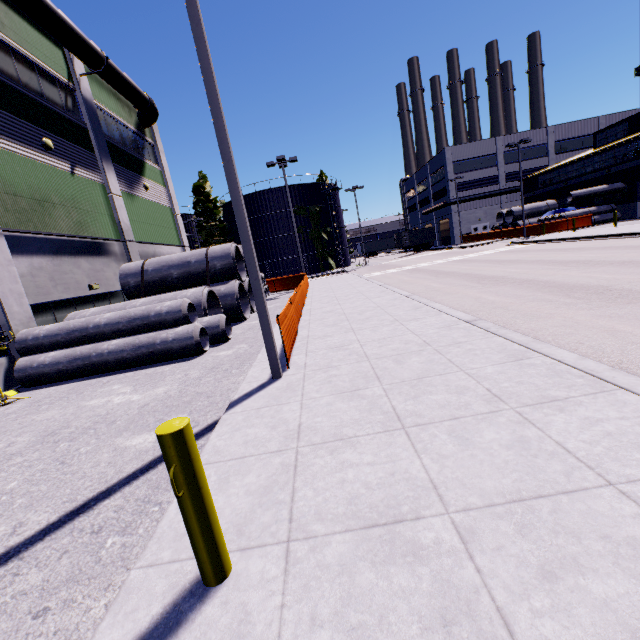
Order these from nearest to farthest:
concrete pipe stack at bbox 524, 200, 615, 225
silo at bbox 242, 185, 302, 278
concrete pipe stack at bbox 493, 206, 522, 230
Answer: concrete pipe stack at bbox 524, 200, 615, 225 → concrete pipe stack at bbox 493, 206, 522, 230 → silo at bbox 242, 185, 302, 278

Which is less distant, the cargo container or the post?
the post

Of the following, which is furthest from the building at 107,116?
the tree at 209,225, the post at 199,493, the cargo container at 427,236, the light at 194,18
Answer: the post at 199,493

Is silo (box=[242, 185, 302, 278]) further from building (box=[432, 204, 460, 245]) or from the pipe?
the pipe

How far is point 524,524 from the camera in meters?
2.2

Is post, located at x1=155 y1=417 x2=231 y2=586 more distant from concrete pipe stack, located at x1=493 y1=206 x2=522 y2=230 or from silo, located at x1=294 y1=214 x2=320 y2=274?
concrete pipe stack, located at x1=493 y1=206 x2=522 y2=230

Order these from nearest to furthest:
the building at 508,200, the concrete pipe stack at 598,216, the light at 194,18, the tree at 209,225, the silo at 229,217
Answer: the light at 194,18
the concrete pipe stack at 598,216
the tree at 209,225
the silo at 229,217
the building at 508,200

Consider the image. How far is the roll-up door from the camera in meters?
55.4 m
